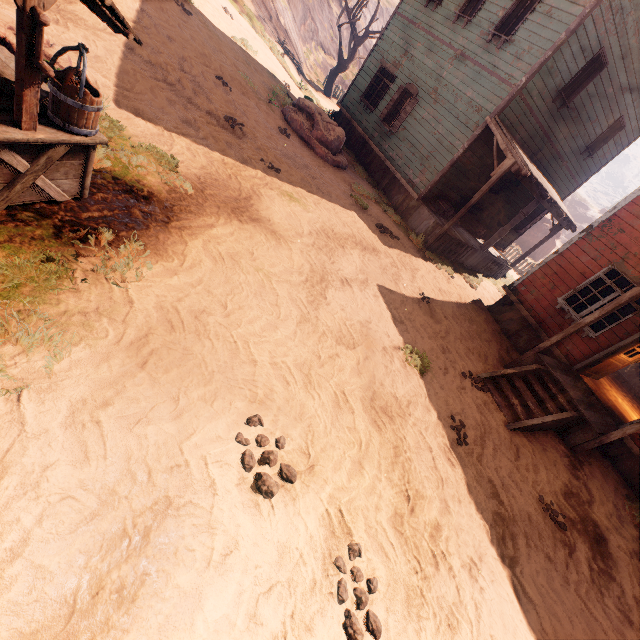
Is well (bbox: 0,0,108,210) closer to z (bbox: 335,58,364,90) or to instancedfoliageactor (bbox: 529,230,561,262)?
instancedfoliageactor (bbox: 529,230,561,262)

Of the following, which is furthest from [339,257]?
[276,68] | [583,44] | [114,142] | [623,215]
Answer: [276,68]

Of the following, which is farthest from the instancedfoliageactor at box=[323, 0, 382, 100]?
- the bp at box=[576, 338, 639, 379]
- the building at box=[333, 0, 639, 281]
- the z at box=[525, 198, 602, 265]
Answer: the z at box=[525, 198, 602, 265]

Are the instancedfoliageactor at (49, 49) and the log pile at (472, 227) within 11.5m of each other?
no

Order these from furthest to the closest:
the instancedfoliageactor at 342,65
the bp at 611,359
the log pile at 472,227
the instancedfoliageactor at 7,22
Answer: the instancedfoliageactor at 342,65 < the log pile at 472,227 < the bp at 611,359 < the instancedfoliageactor at 7,22

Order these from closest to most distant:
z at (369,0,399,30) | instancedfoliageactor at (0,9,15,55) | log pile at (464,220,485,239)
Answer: instancedfoliageactor at (0,9,15,55) → log pile at (464,220,485,239) → z at (369,0,399,30)

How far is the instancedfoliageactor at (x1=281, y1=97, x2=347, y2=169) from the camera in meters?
11.5

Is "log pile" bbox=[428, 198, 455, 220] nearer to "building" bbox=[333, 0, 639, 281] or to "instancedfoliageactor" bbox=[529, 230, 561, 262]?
"building" bbox=[333, 0, 639, 281]
